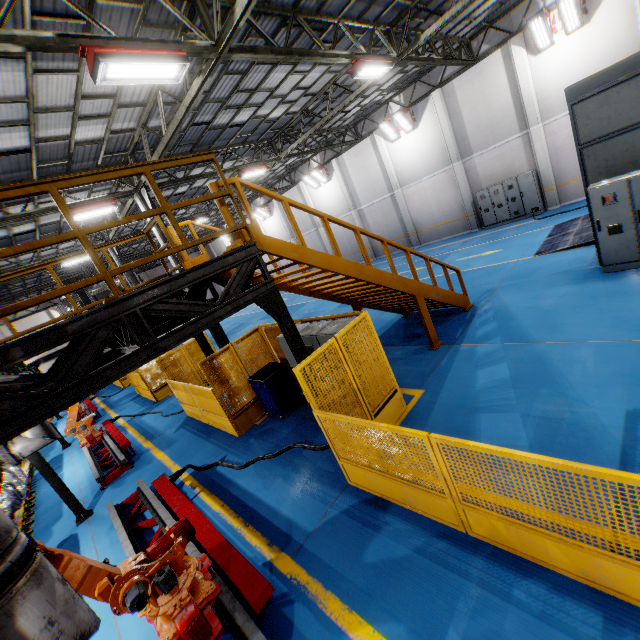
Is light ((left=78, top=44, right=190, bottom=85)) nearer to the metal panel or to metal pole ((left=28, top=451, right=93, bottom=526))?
the metal panel

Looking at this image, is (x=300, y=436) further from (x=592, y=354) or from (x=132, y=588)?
(x=592, y=354)

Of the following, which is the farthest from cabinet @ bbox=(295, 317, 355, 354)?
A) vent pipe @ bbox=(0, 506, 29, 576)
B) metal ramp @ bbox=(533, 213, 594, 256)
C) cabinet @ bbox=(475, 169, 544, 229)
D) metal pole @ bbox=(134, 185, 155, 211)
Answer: cabinet @ bbox=(475, 169, 544, 229)

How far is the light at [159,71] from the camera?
5.10m

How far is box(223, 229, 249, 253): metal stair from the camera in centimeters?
470cm

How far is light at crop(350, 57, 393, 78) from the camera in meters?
9.6 m

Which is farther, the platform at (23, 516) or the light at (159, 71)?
→ the platform at (23, 516)

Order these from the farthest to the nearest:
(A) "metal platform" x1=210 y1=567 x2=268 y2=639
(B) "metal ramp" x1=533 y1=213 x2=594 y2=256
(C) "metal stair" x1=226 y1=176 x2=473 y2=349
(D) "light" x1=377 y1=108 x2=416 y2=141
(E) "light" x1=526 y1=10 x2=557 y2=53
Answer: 1. (D) "light" x1=377 y1=108 x2=416 y2=141
2. (E) "light" x1=526 y1=10 x2=557 y2=53
3. (B) "metal ramp" x1=533 y1=213 x2=594 y2=256
4. (C) "metal stair" x1=226 y1=176 x2=473 y2=349
5. (A) "metal platform" x1=210 y1=567 x2=268 y2=639
